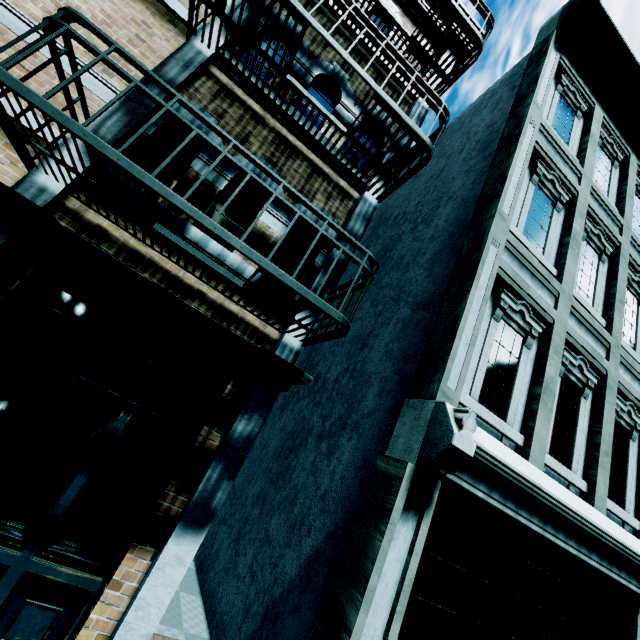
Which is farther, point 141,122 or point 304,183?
point 304,183
